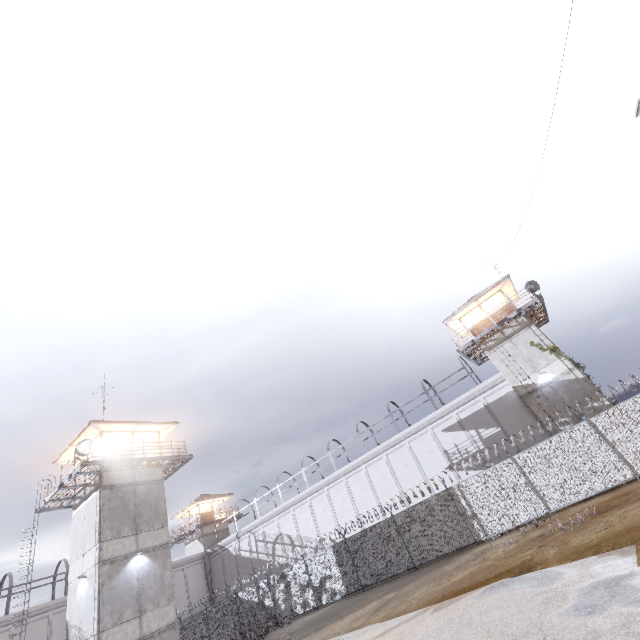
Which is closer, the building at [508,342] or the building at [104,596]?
the building at [104,596]

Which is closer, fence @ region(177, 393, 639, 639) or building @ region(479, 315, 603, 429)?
fence @ region(177, 393, 639, 639)

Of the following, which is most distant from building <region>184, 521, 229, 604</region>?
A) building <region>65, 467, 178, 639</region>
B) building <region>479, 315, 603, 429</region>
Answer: building <region>479, 315, 603, 429</region>

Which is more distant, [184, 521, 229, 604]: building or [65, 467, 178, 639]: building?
[184, 521, 229, 604]: building

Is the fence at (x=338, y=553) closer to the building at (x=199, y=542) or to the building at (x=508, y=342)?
the building at (x=508, y=342)

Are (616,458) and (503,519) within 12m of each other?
yes

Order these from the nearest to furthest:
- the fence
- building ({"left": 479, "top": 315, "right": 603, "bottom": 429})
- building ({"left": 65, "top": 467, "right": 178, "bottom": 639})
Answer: the fence → building ({"left": 65, "top": 467, "right": 178, "bottom": 639}) → building ({"left": 479, "top": 315, "right": 603, "bottom": 429})

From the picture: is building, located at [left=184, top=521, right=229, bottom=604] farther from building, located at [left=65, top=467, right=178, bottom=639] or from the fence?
building, located at [left=65, top=467, right=178, bottom=639]
